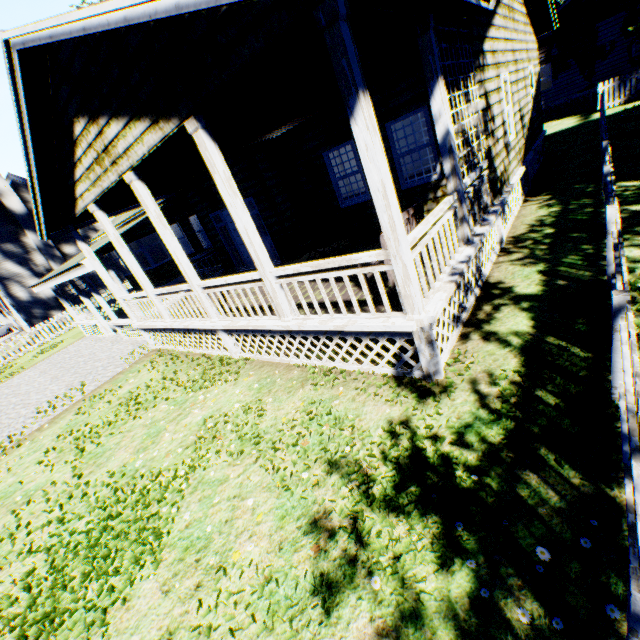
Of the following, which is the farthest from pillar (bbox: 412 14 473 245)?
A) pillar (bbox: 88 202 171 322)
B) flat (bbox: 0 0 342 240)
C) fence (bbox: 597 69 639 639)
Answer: pillar (bbox: 88 202 171 322)

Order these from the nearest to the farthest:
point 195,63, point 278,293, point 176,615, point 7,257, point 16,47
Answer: point 176,615
point 195,63
point 16,47
point 278,293
point 7,257

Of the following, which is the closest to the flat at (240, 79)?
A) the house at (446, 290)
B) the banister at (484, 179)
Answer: the banister at (484, 179)

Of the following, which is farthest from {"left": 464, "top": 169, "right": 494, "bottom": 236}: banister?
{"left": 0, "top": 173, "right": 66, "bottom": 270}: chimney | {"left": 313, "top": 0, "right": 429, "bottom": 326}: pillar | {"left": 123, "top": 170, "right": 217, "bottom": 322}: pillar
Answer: {"left": 0, "top": 173, "right": 66, "bottom": 270}: chimney

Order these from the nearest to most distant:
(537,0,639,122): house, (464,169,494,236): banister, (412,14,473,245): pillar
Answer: (412,14,473,245): pillar
(464,169,494,236): banister
(537,0,639,122): house

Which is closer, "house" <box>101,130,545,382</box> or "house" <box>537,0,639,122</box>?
"house" <box>101,130,545,382</box>

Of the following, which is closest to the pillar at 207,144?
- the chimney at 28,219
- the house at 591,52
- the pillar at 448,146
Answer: the pillar at 448,146

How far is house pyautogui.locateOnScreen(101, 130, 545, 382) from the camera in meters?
4.6
